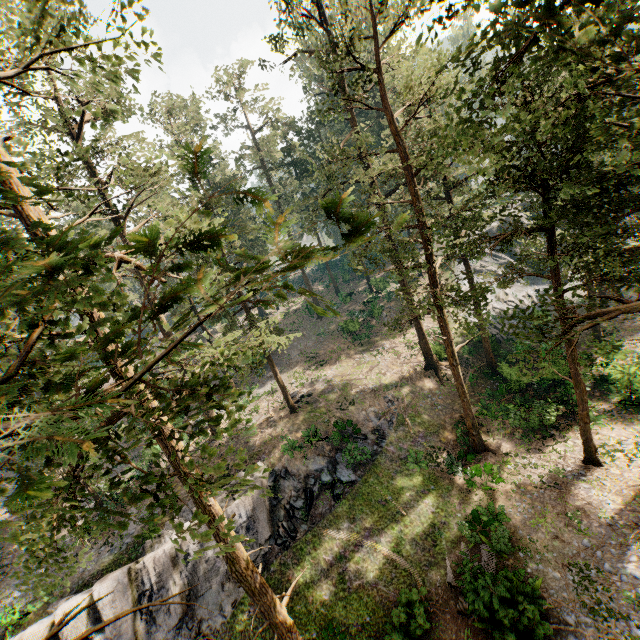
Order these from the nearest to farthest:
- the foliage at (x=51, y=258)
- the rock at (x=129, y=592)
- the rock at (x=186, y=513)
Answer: the foliage at (x=51, y=258), the rock at (x=129, y=592), the rock at (x=186, y=513)

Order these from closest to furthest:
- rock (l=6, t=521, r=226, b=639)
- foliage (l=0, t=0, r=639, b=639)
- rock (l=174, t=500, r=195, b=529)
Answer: foliage (l=0, t=0, r=639, b=639), rock (l=6, t=521, r=226, b=639), rock (l=174, t=500, r=195, b=529)

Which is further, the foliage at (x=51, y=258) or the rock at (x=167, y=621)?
the rock at (x=167, y=621)

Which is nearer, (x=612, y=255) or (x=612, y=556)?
(x=612, y=255)

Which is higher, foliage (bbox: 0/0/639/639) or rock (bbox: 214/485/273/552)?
foliage (bbox: 0/0/639/639)

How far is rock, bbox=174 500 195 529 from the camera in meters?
19.7 m

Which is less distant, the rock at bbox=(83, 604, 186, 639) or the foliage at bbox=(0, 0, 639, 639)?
the foliage at bbox=(0, 0, 639, 639)
